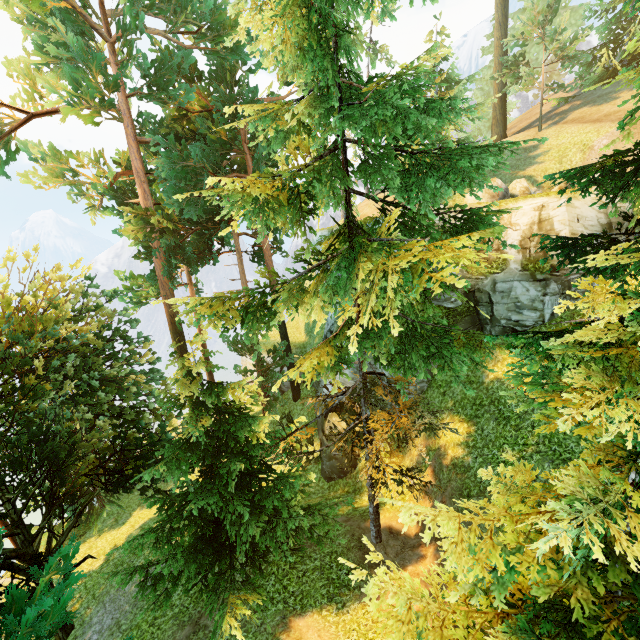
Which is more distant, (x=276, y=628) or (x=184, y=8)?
(x=184, y=8)

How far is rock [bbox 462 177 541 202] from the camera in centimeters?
1669cm

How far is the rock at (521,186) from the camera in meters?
16.7

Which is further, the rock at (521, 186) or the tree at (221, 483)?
the rock at (521, 186)

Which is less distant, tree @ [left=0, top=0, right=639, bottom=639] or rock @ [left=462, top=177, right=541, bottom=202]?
tree @ [left=0, top=0, right=639, bottom=639]
